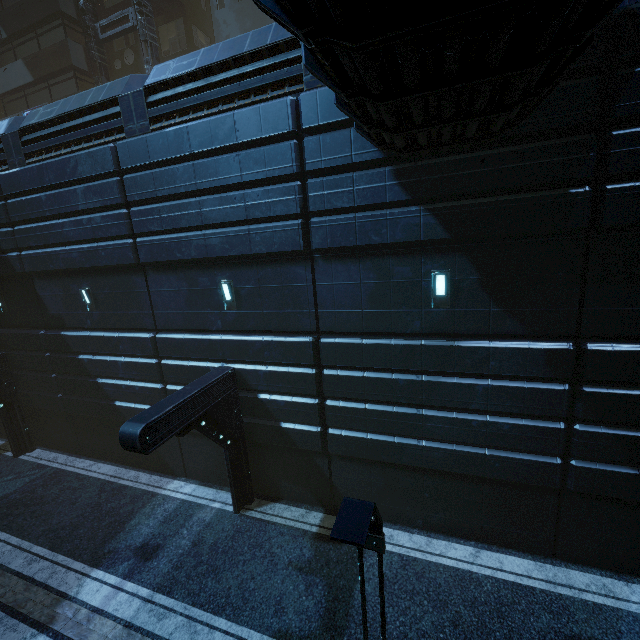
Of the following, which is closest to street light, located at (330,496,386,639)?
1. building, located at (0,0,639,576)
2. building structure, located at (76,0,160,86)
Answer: building, located at (0,0,639,576)

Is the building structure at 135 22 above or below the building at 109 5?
below

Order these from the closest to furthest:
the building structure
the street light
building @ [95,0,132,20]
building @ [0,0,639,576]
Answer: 1. the street light
2. building @ [0,0,639,576]
3. the building structure
4. building @ [95,0,132,20]

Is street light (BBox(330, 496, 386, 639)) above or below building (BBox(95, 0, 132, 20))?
below

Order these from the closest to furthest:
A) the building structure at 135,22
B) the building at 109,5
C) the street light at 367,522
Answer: the street light at 367,522 < the building structure at 135,22 < the building at 109,5

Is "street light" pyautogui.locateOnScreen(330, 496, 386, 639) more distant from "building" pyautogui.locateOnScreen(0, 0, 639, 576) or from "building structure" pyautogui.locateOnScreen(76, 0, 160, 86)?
"building structure" pyautogui.locateOnScreen(76, 0, 160, 86)

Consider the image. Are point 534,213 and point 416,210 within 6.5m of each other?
yes
